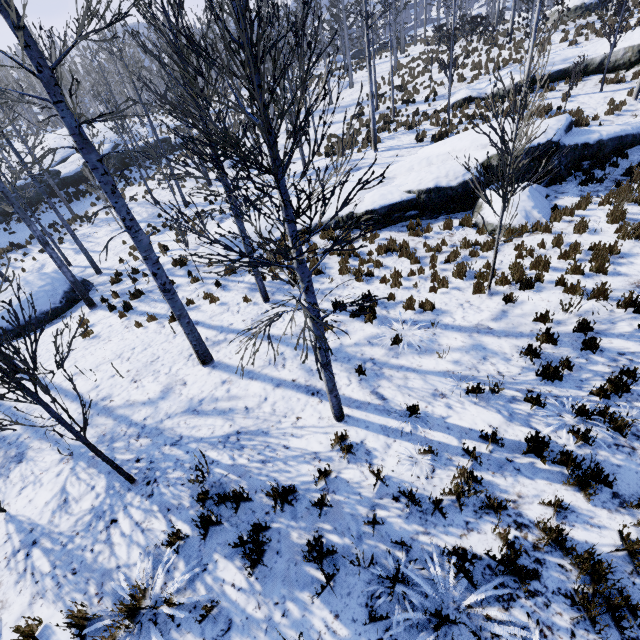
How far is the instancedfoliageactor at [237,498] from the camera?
4.3 meters

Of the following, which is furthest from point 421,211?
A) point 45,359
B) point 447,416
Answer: point 45,359

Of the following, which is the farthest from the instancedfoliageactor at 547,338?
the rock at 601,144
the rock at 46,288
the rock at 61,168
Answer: the rock at 601,144

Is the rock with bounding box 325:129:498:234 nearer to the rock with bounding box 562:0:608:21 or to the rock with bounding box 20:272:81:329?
the rock with bounding box 20:272:81:329

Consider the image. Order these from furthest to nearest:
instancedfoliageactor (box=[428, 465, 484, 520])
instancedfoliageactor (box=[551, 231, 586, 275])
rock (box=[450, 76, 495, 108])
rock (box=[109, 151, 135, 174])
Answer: rock (box=[109, 151, 135, 174])
rock (box=[450, 76, 495, 108])
instancedfoliageactor (box=[551, 231, 586, 275])
instancedfoliageactor (box=[428, 465, 484, 520])

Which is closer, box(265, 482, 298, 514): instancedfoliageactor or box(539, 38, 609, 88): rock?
box(265, 482, 298, 514): instancedfoliageactor

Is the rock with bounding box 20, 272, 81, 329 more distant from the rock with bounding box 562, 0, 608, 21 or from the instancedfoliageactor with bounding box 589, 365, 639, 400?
the rock with bounding box 562, 0, 608, 21
